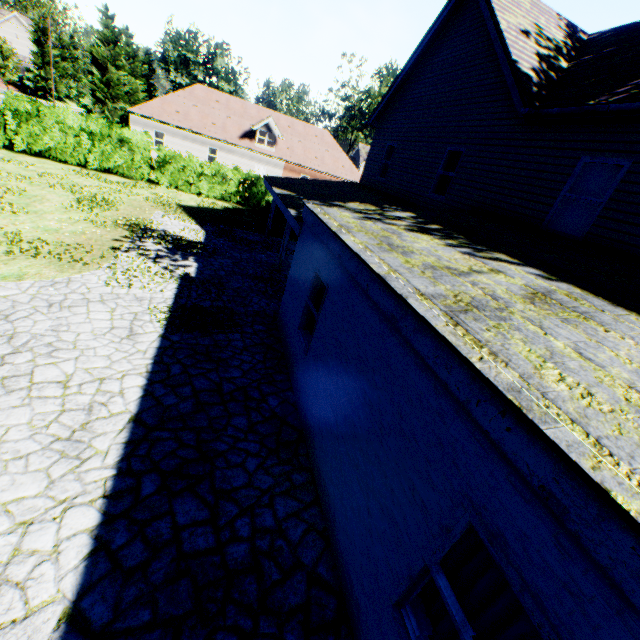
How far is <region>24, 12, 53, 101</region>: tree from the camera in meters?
50.4

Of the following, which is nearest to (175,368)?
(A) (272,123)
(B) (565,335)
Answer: (B) (565,335)

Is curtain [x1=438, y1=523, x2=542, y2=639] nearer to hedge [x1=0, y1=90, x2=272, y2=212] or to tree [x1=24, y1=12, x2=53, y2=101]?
hedge [x1=0, y1=90, x2=272, y2=212]

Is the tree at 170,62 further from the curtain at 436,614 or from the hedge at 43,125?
the curtain at 436,614

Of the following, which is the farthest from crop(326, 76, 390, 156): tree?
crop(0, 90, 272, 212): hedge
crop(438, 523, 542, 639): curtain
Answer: crop(438, 523, 542, 639): curtain

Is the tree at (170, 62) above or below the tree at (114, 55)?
above

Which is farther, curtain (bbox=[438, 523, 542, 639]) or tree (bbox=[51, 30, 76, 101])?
tree (bbox=[51, 30, 76, 101])

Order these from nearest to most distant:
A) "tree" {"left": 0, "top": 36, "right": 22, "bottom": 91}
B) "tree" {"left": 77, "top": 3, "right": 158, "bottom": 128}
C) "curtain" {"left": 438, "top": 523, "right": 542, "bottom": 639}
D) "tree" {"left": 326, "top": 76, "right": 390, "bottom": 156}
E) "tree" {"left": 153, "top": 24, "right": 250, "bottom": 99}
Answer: "curtain" {"left": 438, "top": 523, "right": 542, "bottom": 639} < "tree" {"left": 77, "top": 3, "right": 158, "bottom": 128} < "tree" {"left": 153, "top": 24, "right": 250, "bottom": 99} < "tree" {"left": 0, "top": 36, "right": 22, "bottom": 91} < "tree" {"left": 326, "top": 76, "right": 390, "bottom": 156}
